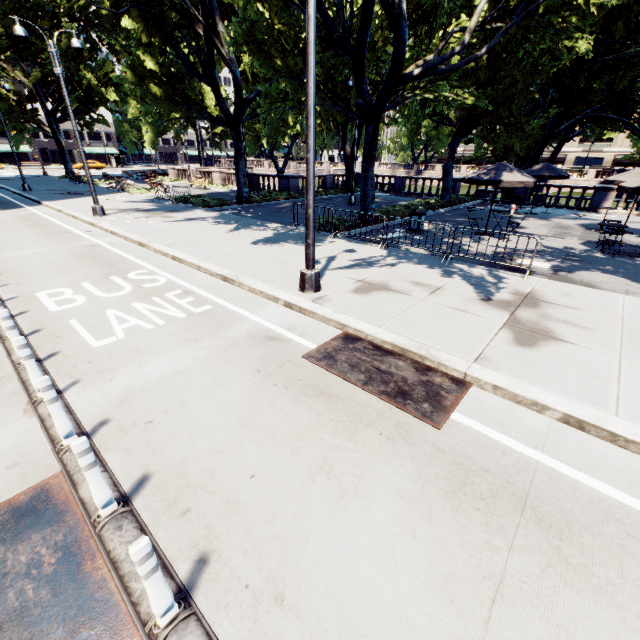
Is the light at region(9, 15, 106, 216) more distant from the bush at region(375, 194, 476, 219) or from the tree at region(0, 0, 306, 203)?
the bush at region(375, 194, 476, 219)

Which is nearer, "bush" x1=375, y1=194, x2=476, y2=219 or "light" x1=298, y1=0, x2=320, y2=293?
"light" x1=298, y1=0, x2=320, y2=293

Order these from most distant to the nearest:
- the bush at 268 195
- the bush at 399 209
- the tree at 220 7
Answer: the bush at 268 195
the bush at 399 209
the tree at 220 7

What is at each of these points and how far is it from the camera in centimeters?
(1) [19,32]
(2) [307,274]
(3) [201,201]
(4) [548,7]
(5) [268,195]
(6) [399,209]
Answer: (1) light, 1228cm
(2) light, 741cm
(3) bush, 2011cm
(4) tree, 1334cm
(5) bush, 2412cm
(6) bush, 1844cm

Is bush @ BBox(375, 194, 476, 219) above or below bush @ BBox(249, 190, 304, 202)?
above

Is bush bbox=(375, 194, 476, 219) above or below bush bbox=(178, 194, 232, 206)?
above

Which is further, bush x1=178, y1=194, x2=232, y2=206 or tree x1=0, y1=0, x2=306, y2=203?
bush x1=178, y1=194, x2=232, y2=206

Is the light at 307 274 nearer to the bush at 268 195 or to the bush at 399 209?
the bush at 268 195
